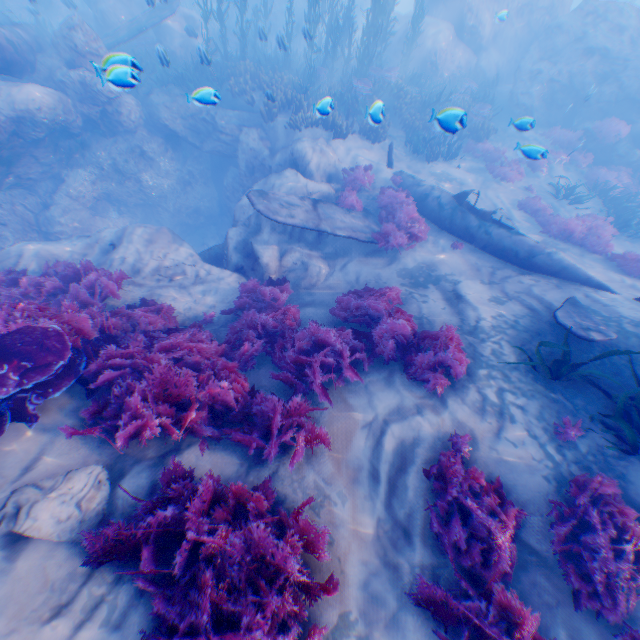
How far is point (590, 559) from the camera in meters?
3.4

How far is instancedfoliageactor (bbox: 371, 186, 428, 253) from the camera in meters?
9.1

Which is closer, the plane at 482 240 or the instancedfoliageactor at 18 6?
the plane at 482 240

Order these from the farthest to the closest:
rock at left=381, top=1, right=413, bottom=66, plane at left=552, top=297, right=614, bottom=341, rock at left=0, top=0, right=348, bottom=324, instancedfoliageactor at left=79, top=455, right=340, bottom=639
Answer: rock at left=381, top=1, right=413, bottom=66
rock at left=0, top=0, right=348, bottom=324
plane at left=552, top=297, right=614, bottom=341
instancedfoliageactor at left=79, top=455, right=340, bottom=639

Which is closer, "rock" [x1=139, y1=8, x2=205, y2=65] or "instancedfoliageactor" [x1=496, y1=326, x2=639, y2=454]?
"instancedfoliageactor" [x1=496, y1=326, x2=639, y2=454]

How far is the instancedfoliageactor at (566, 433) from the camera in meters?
4.6 m

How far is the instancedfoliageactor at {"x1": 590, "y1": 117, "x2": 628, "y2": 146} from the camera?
14.49m

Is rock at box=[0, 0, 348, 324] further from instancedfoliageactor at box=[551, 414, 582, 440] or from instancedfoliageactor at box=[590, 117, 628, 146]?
instancedfoliageactor at box=[551, 414, 582, 440]
